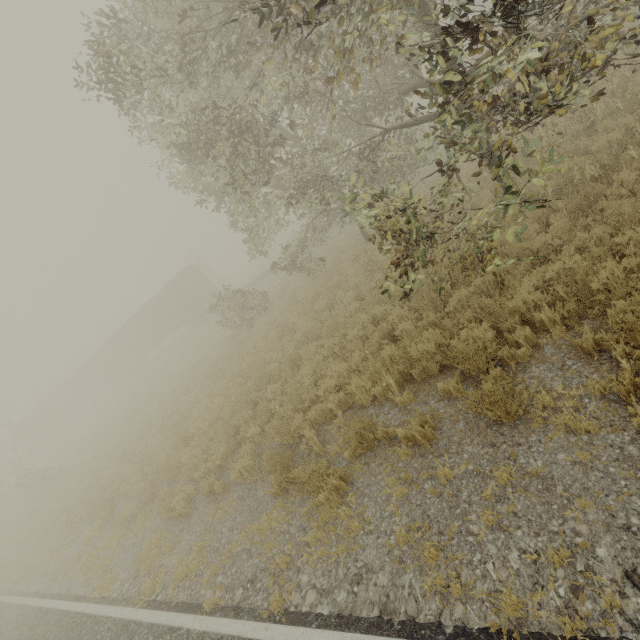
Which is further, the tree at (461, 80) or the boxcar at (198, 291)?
the boxcar at (198, 291)

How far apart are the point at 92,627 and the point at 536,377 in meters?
9.6 m

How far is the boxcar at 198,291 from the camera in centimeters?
2948cm

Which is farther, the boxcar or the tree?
the boxcar

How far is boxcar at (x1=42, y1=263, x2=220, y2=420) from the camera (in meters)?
29.48
